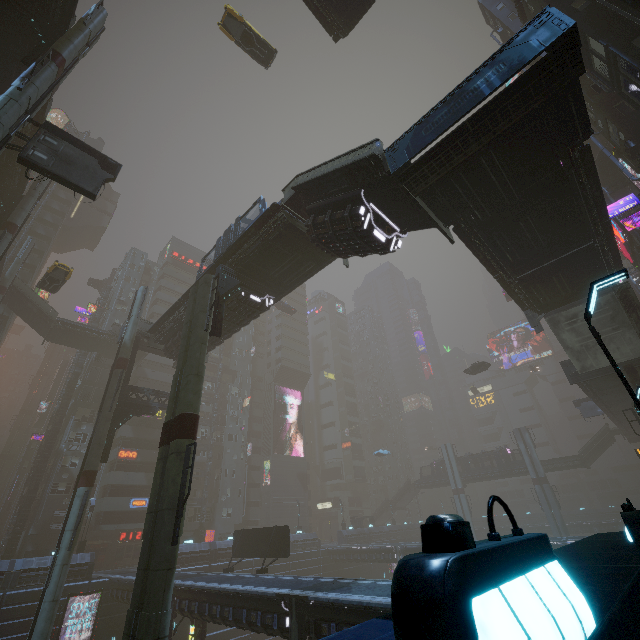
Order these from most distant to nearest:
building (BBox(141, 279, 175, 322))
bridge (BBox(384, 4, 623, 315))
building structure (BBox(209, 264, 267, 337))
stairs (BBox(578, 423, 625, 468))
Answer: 1. building (BBox(141, 279, 175, 322))
2. stairs (BBox(578, 423, 625, 468))
3. building structure (BBox(209, 264, 267, 337))
4. bridge (BBox(384, 4, 623, 315))

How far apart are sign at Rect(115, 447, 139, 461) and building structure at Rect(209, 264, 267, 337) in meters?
36.8

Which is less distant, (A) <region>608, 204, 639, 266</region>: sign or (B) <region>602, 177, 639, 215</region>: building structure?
(A) <region>608, 204, 639, 266</region>: sign

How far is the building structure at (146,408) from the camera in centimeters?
2590cm

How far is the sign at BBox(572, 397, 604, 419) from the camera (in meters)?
41.84

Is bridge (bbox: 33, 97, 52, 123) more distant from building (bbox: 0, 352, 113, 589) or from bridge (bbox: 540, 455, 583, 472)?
bridge (bbox: 540, 455, 583, 472)

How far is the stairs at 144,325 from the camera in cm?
2802

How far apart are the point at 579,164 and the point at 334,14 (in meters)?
17.27
